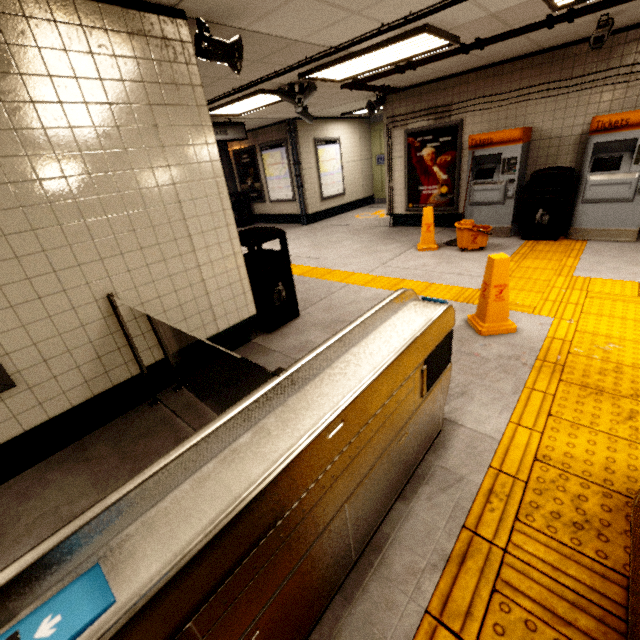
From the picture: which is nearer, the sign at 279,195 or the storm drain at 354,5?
the storm drain at 354,5

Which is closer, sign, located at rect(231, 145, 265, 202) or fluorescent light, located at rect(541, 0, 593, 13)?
fluorescent light, located at rect(541, 0, 593, 13)

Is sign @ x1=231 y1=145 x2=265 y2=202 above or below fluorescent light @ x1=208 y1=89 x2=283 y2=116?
below

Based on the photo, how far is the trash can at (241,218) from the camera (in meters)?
11.37

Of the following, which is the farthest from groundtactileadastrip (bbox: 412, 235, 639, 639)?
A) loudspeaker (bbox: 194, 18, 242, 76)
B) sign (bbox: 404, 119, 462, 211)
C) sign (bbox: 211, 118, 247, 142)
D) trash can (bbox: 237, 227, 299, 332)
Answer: loudspeaker (bbox: 194, 18, 242, 76)

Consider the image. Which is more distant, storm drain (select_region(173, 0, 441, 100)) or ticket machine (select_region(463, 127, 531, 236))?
ticket machine (select_region(463, 127, 531, 236))

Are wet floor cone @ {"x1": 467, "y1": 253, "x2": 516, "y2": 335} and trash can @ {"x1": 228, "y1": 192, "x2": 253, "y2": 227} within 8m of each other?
no

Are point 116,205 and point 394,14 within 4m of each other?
yes
